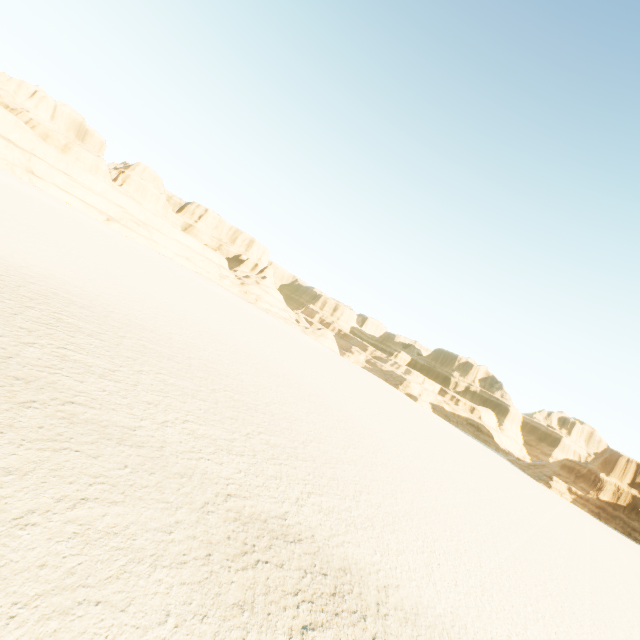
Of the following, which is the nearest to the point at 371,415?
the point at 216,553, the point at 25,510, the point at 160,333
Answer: the point at 160,333
